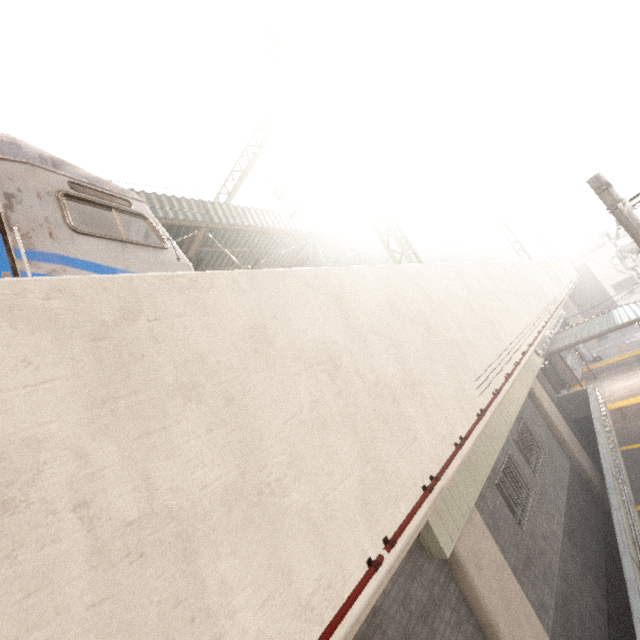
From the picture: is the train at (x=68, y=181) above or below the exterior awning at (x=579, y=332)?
above

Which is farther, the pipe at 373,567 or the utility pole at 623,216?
the utility pole at 623,216

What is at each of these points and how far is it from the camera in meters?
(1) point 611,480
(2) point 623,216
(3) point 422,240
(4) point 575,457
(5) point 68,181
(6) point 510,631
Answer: (1) ramp, 9.9
(2) utility pole, 4.8
(3) awning structure, 20.1
(4) concrete pillar, 12.5
(5) train, 3.9
(6) concrete pillar, 5.7

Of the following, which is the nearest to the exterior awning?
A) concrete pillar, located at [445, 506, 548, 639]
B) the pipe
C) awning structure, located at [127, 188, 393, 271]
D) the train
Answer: awning structure, located at [127, 188, 393, 271]

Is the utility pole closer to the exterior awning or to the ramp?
the ramp

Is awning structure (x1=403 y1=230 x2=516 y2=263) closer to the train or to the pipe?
the train

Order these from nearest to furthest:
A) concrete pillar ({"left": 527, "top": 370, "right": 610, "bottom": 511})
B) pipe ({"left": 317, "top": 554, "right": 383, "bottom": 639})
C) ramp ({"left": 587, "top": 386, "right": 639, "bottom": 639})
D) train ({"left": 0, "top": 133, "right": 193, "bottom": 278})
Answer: pipe ({"left": 317, "top": 554, "right": 383, "bottom": 639}) → train ({"left": 0, "top": 133, "right": 193, "bottom": 278}) → ramp ({"left": 587, "top": 386, "right": 639, "bottom": 639}) → concrete pillar ({"left": 527, "top": 370, "right": 610, "bottom": 511})

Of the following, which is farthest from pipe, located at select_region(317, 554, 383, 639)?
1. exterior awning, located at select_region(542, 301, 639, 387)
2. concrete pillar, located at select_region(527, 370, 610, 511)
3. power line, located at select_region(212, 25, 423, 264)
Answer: exterior awning, located at select_region(542, 301, 639, 387)
